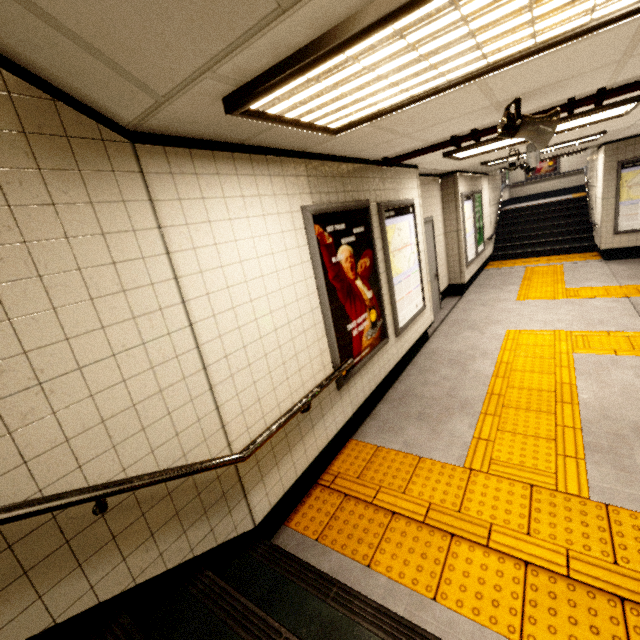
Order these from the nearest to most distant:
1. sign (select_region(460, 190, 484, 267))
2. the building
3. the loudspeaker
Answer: the loudspeaker < sign (select_region(460, 190, 484, 267)) < the building

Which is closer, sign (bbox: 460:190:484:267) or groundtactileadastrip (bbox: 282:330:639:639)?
groundtactileadastrip (bbox: 282:330:639:639)

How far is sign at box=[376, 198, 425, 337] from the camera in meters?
4.2

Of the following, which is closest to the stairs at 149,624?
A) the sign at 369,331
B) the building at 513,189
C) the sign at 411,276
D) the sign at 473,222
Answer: the sign at 369,331

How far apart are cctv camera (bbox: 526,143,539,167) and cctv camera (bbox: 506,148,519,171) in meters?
0.1 m

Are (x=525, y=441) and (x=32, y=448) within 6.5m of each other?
yes

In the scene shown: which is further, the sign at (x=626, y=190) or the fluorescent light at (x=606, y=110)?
the sign at (x=626, y=190)

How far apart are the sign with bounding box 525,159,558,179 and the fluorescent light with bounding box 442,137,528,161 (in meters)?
13.25
